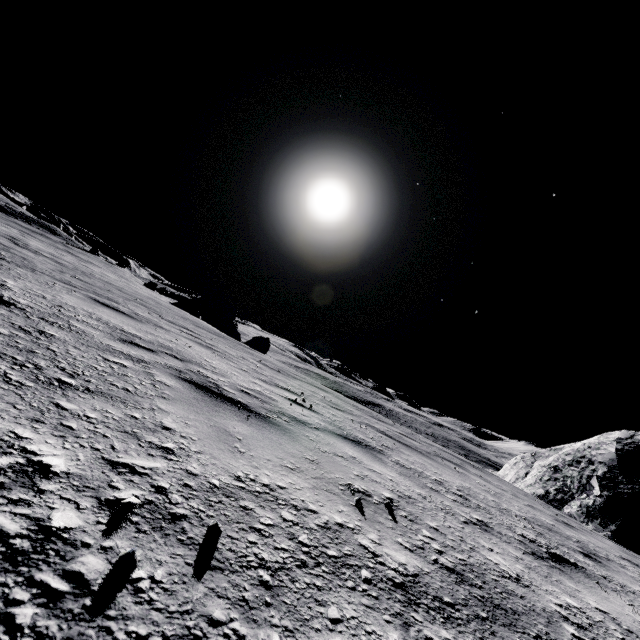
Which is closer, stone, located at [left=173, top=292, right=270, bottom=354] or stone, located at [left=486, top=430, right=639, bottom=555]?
stone, located at [left=486, top=430, right=639, bottom=555]

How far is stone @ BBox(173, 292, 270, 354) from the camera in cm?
2866

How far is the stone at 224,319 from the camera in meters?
28.7 m

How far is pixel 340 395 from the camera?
11.2 meters

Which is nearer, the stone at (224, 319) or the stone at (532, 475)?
the stone at (532, 475)
